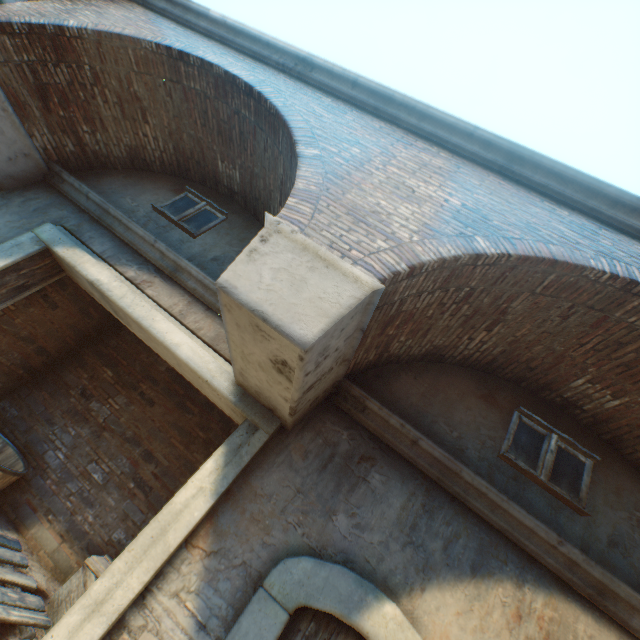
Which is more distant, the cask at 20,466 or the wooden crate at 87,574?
the cask at 20,466

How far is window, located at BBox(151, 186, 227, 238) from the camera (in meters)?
5.19

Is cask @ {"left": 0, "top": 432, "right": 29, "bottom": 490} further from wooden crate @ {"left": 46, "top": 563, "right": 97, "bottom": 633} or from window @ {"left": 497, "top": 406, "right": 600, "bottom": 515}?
window @ {"left": 497, "top": 406, "right": 600, "bottom": 515}

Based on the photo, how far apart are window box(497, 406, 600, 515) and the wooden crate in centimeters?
485cm

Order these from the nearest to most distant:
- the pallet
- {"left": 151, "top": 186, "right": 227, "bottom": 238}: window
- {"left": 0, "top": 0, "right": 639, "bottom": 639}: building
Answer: {"left": 0, "top": 0, "right": 639, "bottom": 639}: building
the pallet
{"left": 151, "top": 186, "right": 227, "bottom": 238}: window

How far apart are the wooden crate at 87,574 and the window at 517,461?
4.8 meters

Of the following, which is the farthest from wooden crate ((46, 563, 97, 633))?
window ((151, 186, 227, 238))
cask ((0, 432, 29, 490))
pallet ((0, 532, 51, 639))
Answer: window ((151, 186, 227, 238))

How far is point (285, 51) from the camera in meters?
4.3 m
